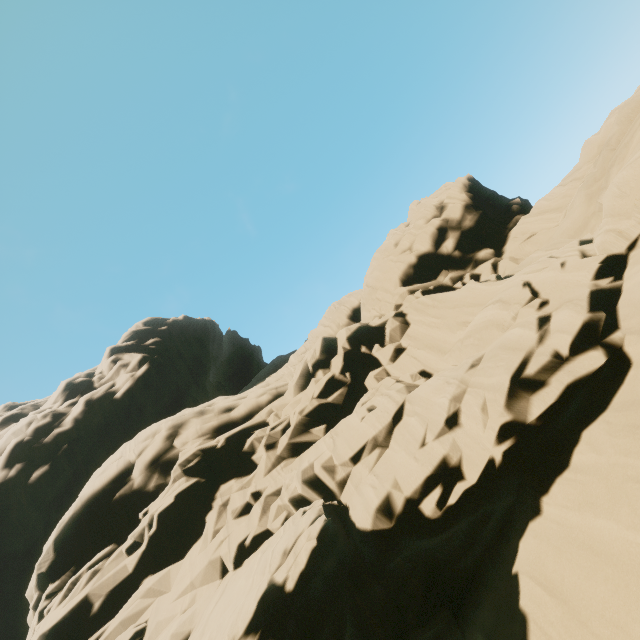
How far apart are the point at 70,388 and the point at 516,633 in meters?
52.6
